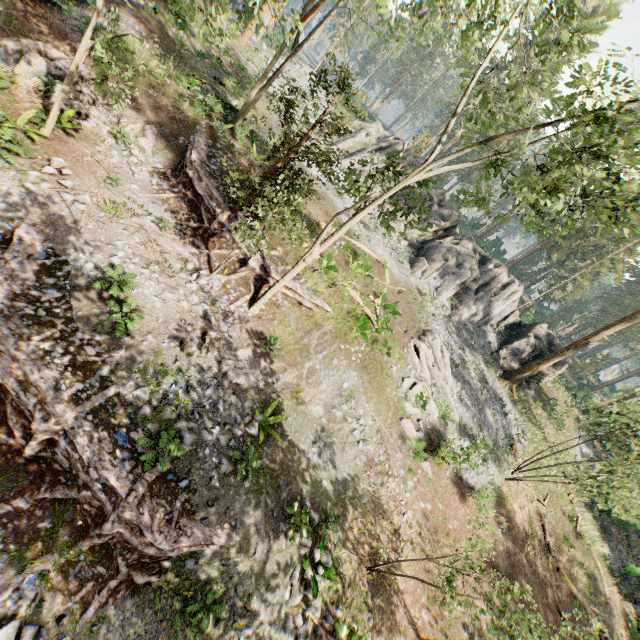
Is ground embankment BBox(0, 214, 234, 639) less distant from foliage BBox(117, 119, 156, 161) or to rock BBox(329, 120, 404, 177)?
foliage BBox(117, 119, 156, 161)

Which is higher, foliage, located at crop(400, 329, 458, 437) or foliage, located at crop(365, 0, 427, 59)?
foliage, located at crop(365, 0, 427, 59)

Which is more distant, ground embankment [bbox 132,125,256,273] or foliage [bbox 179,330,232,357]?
ground embankment [bbox 132,125,256,273]

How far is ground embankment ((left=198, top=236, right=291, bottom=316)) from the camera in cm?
1459

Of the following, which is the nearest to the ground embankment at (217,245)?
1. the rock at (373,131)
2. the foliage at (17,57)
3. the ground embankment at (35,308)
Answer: the foliage at (17,57)

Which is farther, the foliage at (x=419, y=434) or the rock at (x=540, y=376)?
the rock at (x=540, y=376)

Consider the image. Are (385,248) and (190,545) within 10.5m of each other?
no

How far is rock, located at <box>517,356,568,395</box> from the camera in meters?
29.2 m
